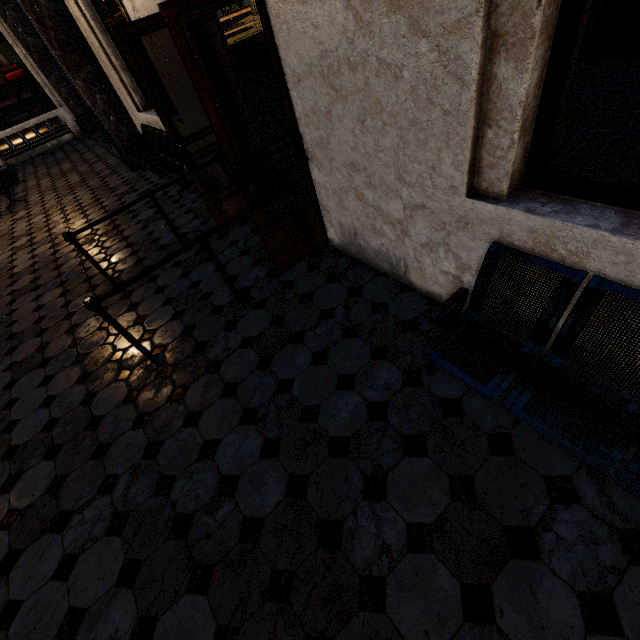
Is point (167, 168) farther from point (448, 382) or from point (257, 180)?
point (448, 382)
